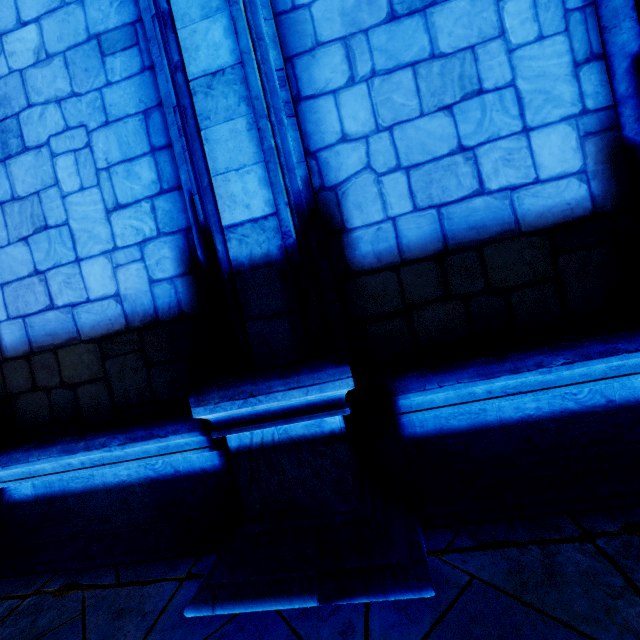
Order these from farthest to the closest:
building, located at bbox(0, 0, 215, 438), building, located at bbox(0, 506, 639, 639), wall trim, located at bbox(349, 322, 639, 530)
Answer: building, located at bbox(0, 0, 215, 438), wall trim, located at bbox(349, 322, 639, 530), building, located at bbox(0, 506, 639, 639)

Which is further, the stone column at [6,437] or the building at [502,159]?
the stone column at [6,437]

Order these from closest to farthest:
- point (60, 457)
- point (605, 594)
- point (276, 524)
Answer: point (605, 594)
point (276, 524)
point (60, 457)

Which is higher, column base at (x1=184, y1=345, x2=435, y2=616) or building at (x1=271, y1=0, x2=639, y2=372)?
building at (x1=271, y1=0, x2=639, y2=372)

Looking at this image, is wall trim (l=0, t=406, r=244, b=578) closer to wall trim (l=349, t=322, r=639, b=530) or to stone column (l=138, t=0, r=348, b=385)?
stone column (l=138, t=0, r=348, b=385)

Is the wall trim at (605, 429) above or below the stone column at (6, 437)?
below

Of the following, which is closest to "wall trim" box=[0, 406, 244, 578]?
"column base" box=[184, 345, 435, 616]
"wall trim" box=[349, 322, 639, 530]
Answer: "column base" box=[184, 345, 435, 616]
